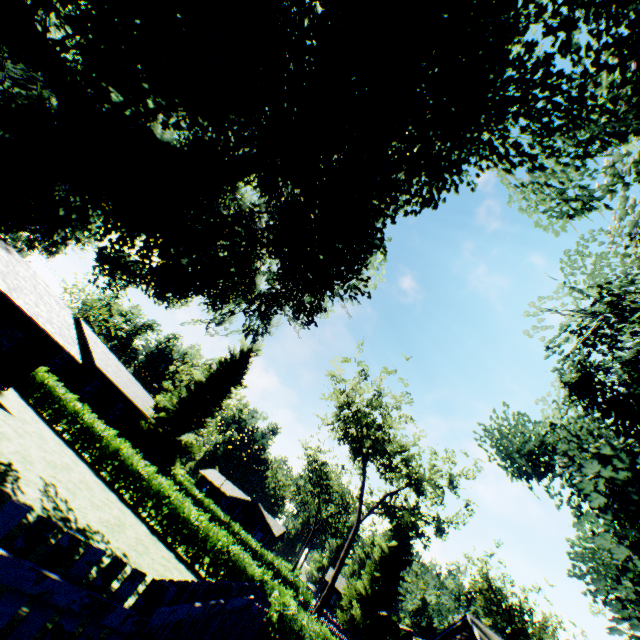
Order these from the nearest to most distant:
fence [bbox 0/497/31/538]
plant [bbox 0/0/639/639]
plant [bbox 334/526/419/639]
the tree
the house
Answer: fence [bbox 0/497/31/538] → plant [bbox 0/0/639/639] → the house → the tree → plant [bbox 334/526/419/639]

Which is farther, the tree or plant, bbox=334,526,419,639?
plant, bbox=334,526,419,639

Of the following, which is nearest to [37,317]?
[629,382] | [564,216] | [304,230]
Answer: [304,230]

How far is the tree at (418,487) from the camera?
27.30m

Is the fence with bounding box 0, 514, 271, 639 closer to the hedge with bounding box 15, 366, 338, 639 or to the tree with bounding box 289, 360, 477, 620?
the hedge with bounding box 15, 366, 338, 639

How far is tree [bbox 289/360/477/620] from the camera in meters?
27.3 m

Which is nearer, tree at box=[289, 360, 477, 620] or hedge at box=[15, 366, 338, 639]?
hedge at box=[15, 366, 338, 639]

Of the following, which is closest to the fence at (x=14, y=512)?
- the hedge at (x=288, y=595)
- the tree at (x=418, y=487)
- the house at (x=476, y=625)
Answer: the hedge at (x=288, y=595)
